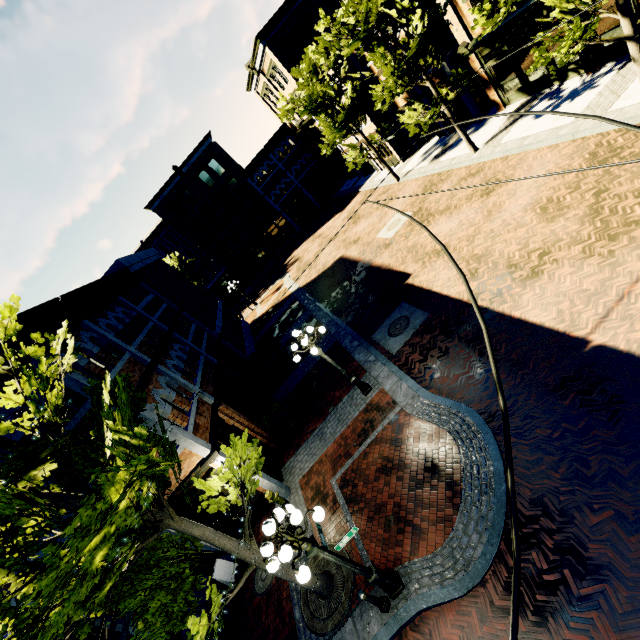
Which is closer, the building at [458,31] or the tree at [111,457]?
the tree at [111,457]

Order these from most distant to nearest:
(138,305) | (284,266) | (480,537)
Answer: (284,266)
(138,305)
(480,537)

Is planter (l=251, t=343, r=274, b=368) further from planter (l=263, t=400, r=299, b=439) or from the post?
the post

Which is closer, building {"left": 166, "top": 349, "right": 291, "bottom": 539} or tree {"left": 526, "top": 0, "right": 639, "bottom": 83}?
tree {"left": 526, "top": 0, "right": 639, "bottom": 83}

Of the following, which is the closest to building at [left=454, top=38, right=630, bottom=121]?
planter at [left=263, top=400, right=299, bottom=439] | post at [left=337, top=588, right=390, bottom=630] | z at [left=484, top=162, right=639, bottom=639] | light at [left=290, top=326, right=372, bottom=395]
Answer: z at [left=484, top=162, right=639, bottom=639]

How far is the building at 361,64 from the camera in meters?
22.4

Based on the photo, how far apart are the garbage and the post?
7.41m
